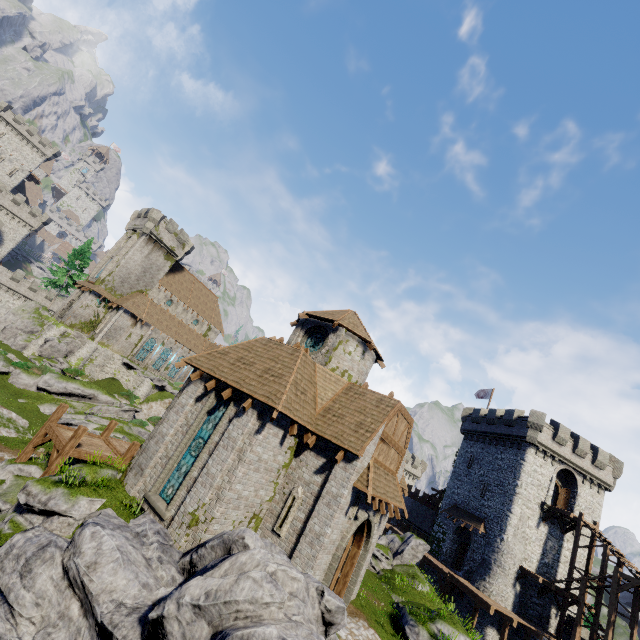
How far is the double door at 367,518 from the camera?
12.9m

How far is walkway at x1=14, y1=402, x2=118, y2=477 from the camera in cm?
1488

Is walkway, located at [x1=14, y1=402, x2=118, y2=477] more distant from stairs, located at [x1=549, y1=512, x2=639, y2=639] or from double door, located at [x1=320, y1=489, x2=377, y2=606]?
stairs, located at [x1=549, y1=512, x2=639, y2=639]

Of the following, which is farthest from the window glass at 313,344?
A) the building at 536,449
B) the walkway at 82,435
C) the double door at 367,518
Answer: the building at 536,449

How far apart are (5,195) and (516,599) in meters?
94.7

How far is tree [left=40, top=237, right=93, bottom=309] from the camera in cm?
4825

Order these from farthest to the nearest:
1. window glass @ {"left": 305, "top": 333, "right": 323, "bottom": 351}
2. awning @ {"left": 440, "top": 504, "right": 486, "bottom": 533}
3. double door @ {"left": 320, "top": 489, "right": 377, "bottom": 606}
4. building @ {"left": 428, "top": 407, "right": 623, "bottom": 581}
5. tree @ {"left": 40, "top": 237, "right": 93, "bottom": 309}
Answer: tree @ {"left": 40, "top": 237, "right": 93, "bottom": 309} < awning @ {"left": 440, "top": 504, "right": 486, "bottom": 533} < building @ {"left": 428, "top": 407, "right": 623, "bottom": 581} < window glass @ {"left": 305, "top": 333, "right": 323, "bottom": 351} < double door @ {"left": 320, "top": 489, "right": 377, "bottom": 606}

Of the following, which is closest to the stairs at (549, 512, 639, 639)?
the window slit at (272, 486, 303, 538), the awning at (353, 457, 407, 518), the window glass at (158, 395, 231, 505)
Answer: the awning at (353, 457, 407, 518)
